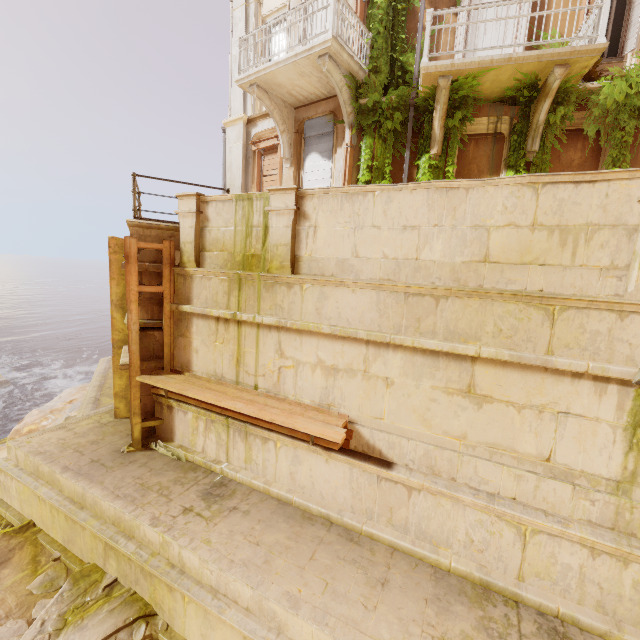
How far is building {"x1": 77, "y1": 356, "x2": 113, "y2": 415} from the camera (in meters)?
10.23

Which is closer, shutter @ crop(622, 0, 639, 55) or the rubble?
the rubble

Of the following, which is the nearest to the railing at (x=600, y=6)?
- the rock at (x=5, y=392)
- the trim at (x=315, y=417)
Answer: the trim at (x=315, y=417)

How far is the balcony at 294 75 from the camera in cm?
796

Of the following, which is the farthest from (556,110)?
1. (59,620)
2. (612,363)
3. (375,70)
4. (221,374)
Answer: (59,620)

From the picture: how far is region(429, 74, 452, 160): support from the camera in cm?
746

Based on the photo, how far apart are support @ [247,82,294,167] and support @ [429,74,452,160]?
4.57m

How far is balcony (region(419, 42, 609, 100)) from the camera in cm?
656
